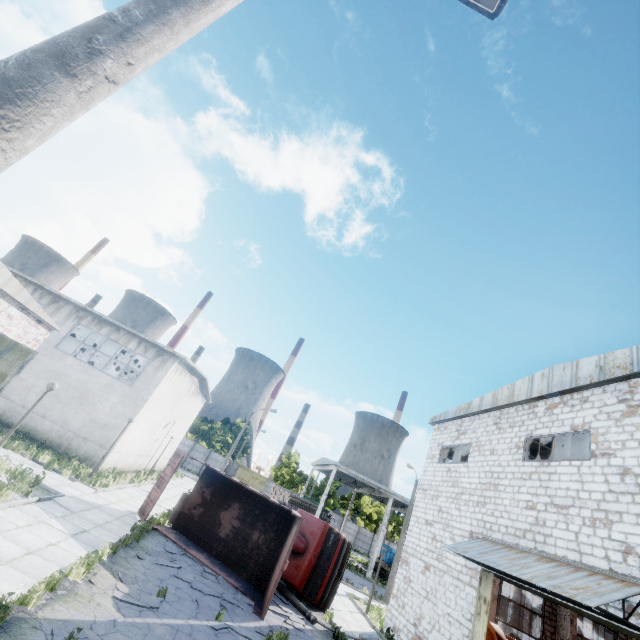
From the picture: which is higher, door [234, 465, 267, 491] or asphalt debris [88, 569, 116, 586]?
door [234, 465, 267, 491]

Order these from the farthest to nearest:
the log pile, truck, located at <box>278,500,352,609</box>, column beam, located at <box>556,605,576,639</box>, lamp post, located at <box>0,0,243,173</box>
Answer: the log pile < column beam, located at <box>556,605,576,639</box> < truck, located at <box>278,500,352,609</box> < lamp post, located at <box>0,0,243,173</box>

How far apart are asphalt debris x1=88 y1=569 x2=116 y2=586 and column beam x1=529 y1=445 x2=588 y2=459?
18.02m

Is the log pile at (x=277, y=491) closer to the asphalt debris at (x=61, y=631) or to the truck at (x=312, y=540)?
the truck at (x=312, y=540)

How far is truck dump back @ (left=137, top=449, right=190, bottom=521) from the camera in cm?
1427

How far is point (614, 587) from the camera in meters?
7.7

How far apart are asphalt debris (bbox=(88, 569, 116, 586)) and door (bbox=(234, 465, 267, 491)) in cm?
5177

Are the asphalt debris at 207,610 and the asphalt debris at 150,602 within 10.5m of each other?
yes
